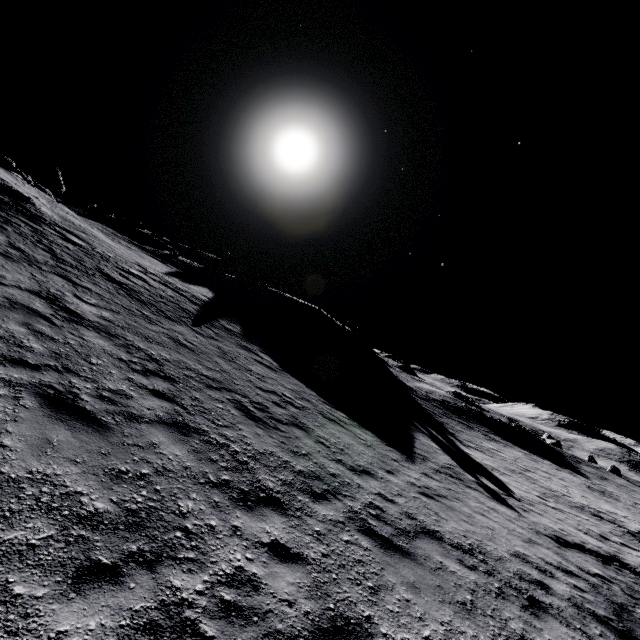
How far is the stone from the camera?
41.98m

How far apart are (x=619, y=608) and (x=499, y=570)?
4.1m

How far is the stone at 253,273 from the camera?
42.0 meters
